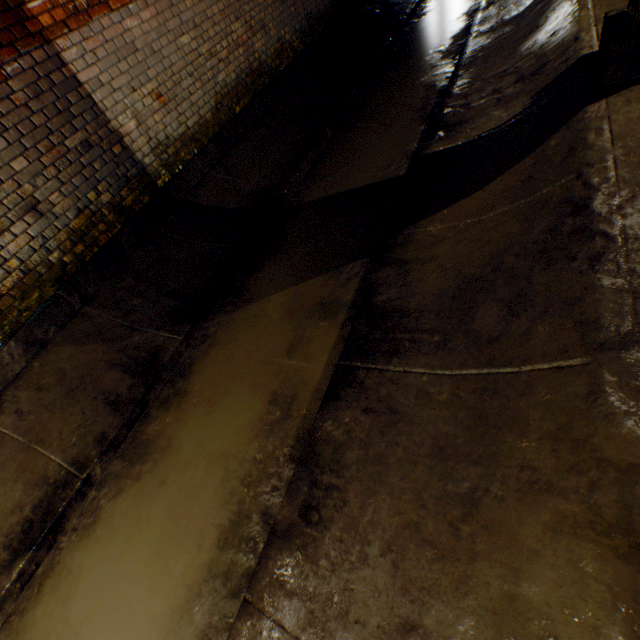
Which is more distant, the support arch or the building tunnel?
the support arch

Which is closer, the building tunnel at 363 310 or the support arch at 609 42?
the building tunnel at 363 310

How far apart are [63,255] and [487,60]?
5.45m
